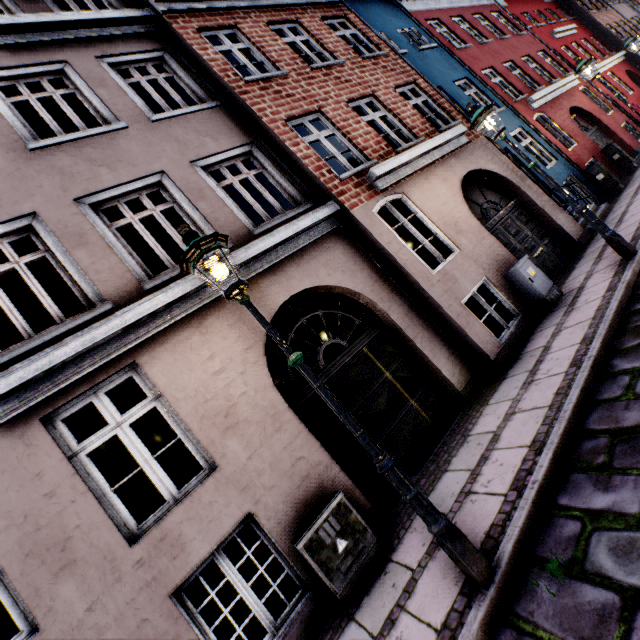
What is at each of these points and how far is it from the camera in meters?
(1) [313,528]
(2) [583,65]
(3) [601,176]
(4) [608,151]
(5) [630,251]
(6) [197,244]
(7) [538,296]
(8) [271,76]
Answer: (1) electrical box, 3.7
(2) street light, 9.3
(3) electrical box, 10.6
(4) electrical box, 11.9
(5) street light, 5.5
(6) street light, 2.8
(7) electrical box, 6.4
(8) building, 7.1

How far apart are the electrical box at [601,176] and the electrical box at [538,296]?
7.2 meters

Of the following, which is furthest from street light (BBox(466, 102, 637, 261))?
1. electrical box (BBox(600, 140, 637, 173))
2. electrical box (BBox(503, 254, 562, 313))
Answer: electrical box (BBox(600, 140, 637, 173))

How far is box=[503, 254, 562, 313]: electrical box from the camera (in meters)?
6.37

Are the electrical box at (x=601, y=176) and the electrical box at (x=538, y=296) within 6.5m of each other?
no

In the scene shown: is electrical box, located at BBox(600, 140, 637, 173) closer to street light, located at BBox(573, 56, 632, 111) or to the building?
the building

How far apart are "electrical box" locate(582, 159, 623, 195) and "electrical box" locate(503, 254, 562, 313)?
7.19m
